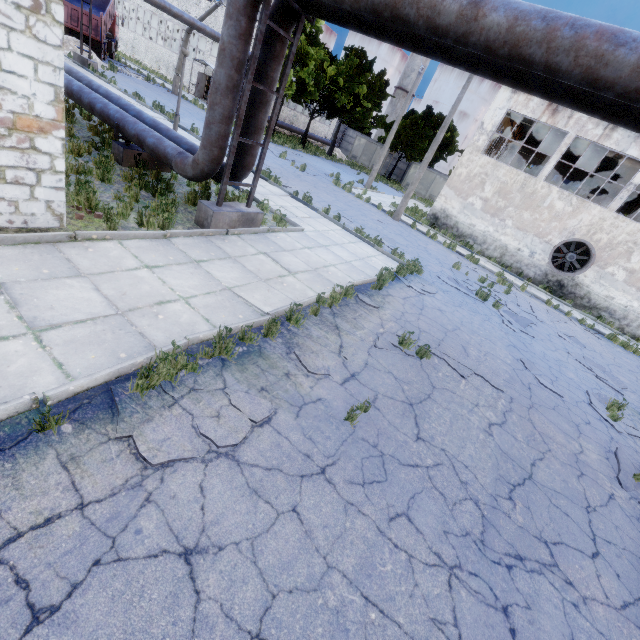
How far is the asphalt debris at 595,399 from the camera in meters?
8.0 m

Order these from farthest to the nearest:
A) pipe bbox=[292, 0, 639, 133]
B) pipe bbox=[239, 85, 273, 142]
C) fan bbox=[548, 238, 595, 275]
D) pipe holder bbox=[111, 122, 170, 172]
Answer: fan bbox=[548, 238, 595, 275], pipe holder bbox=[111, 122, 170, 172], pipe bbox=[239, 85, 273, 142], pipe bbox=[292, 0, 639, 133]

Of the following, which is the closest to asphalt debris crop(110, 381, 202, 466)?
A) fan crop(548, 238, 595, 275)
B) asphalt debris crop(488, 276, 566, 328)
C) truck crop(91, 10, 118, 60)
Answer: asphalt debris crop(488, 276, 566, 328)

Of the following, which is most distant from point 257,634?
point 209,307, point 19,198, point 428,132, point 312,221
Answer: point 428,132

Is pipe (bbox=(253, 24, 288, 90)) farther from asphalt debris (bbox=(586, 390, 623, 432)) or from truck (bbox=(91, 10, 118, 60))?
truck (bbox=(91, 10, 118, 60))

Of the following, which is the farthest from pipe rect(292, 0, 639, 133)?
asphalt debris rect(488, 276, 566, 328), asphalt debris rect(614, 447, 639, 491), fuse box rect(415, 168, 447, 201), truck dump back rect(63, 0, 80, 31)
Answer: fuse box rect(415, 168, 447, 201)

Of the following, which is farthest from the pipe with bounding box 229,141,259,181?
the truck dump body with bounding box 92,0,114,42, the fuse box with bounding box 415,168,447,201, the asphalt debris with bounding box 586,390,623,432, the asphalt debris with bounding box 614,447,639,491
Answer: the fuse box with bounding box 415,168,447,201

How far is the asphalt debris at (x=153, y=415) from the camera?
3.13m
